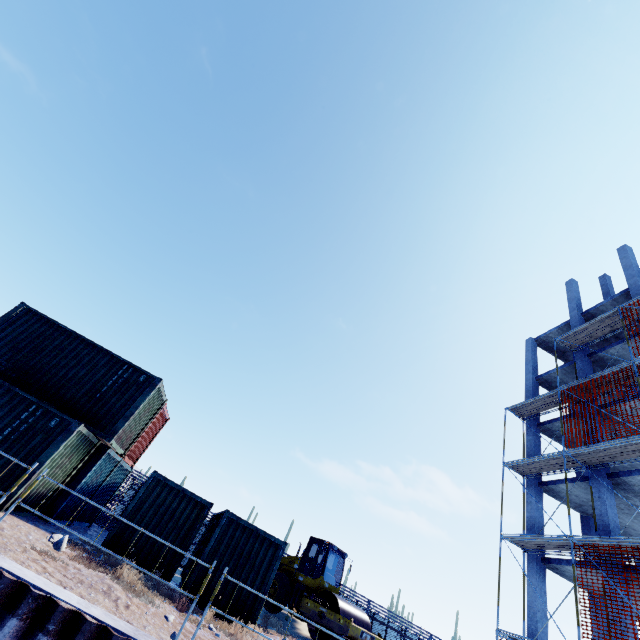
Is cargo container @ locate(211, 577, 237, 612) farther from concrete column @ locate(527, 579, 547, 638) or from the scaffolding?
concrete column @ locate(527, 579, 547, 638)

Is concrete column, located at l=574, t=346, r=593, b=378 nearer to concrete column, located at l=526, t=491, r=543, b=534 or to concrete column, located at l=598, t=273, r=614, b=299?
concrete column, located at l=526, t=491, r=543, b=534

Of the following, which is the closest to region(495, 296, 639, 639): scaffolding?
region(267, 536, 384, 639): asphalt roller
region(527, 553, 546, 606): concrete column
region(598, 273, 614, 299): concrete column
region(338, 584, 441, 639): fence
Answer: region(527, 553, 546, 606): concrete column

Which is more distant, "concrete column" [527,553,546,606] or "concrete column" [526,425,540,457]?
"concrete column" [526,425,540,457]

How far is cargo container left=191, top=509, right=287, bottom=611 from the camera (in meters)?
10.23

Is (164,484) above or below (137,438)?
below

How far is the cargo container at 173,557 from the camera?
10.18m

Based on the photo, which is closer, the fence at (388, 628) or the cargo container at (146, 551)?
the cargo container at (146, 551)
